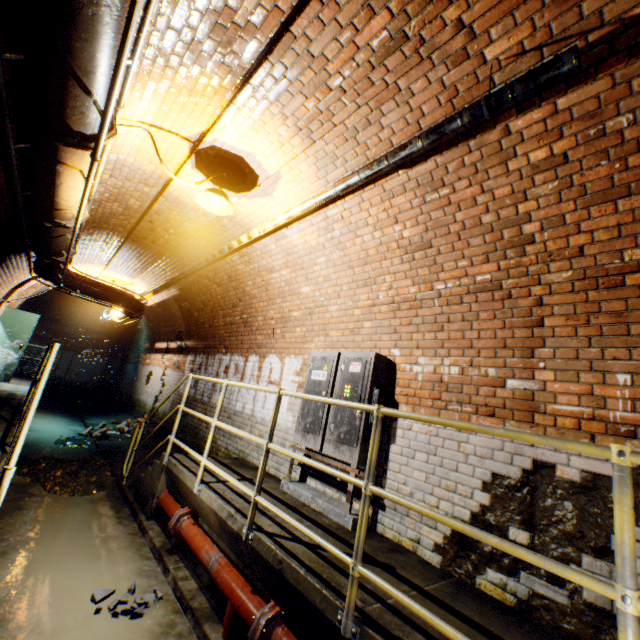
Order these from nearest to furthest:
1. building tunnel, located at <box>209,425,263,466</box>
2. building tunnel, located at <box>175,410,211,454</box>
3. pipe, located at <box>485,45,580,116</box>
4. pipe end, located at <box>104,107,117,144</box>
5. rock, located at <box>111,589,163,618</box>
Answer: pipe, located at <box>485,45,580,116</box> < pipe end, located at <box>104,107,117,144</box> < rock, located at <box>111,589,163,618</box> < building tunnel, located at <box>209,425,263,466</box> < building tunnel, located at <box>175,410,211,454</box>

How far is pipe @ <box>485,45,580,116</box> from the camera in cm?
185

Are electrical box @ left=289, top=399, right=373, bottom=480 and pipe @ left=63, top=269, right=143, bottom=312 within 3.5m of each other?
no

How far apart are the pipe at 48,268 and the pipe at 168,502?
4.1m

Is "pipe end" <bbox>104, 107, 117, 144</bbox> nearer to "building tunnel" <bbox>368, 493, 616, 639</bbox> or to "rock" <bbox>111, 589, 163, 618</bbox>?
"building tunnel" <bbox>368, 493, 616, 639</bbox>

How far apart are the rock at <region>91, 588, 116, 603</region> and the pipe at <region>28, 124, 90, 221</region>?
3.8 meters

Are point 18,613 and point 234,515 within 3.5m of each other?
yes

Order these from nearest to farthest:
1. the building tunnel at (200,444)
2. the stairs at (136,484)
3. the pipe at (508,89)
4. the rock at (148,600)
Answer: the pipe at (508,89) → the rock at (148,600) → the stairs at (136,484) → the building tunnel at (200,444)
